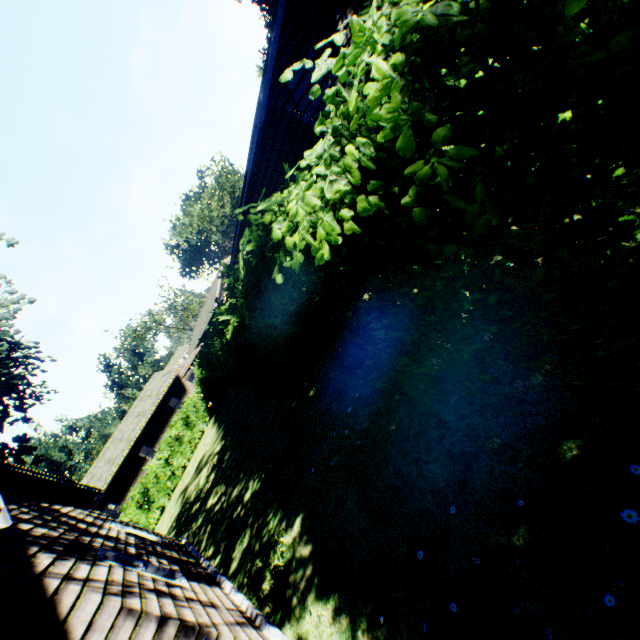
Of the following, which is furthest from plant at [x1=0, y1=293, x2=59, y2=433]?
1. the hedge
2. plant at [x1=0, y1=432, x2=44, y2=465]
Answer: the hedge

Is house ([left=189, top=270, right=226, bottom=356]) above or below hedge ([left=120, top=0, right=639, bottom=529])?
above

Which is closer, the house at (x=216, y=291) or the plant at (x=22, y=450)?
the plant at (x=22, y=450)

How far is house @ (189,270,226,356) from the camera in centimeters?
3734cm

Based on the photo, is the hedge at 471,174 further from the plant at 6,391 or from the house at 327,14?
the plant at 6,391

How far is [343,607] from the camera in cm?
376

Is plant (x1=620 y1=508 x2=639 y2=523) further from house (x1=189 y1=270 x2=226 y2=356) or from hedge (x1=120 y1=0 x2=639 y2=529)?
house (x1=189 y1=270 x2=226 y2=356)

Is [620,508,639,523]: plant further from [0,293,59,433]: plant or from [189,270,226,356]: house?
[189,270,226,356]: house
